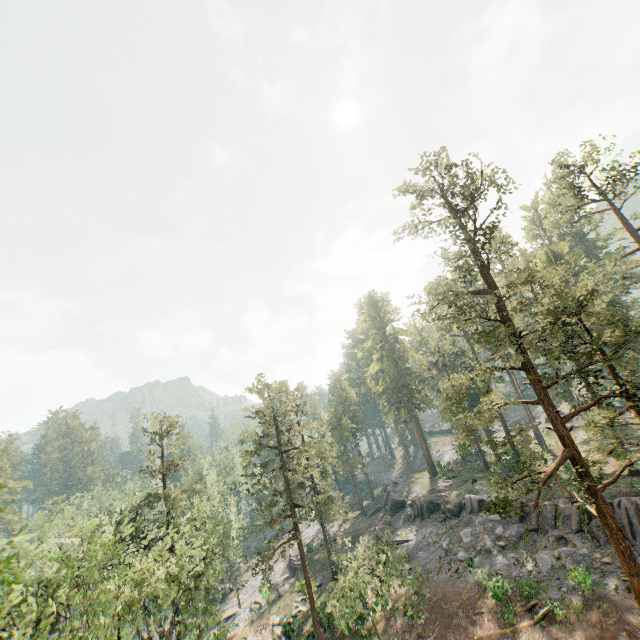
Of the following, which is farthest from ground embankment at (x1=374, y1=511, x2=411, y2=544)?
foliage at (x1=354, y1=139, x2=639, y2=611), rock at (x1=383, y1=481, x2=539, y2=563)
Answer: foliage at (x1=354, y1=139, x2=639, y2=611)

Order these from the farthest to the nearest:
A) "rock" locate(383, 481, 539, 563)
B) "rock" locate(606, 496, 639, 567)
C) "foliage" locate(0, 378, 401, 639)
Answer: "rock" locate(383, 481, 539, 563)
"rock" locate(606, 496, 639, 567)
"foliage" locate(0, 378, 401, 639)

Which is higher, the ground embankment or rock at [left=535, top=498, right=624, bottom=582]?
rock at [left=535, top=498, right=624, bottom=582]

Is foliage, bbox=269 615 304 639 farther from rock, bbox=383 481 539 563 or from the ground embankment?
the ground embankment

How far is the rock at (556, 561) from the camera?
24.2m

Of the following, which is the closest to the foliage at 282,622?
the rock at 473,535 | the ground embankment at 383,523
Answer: the rock at 473,535

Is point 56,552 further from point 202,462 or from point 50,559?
point 202,462

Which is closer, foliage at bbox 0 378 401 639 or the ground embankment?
foliage at bbox 0 378 401 639
